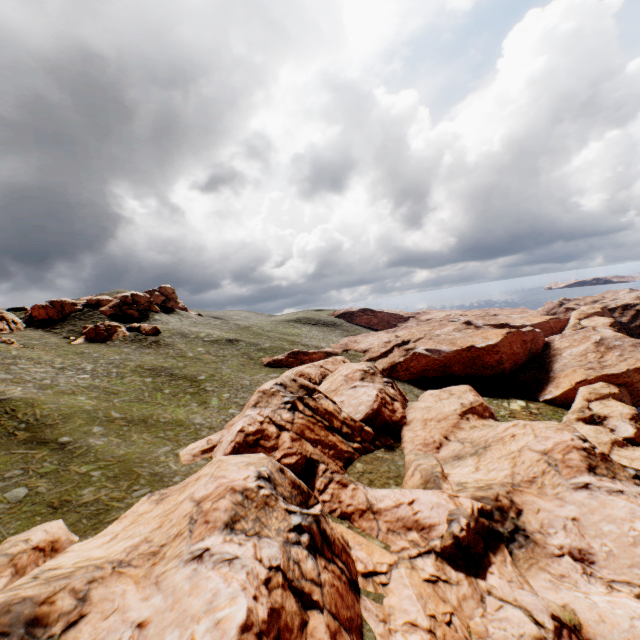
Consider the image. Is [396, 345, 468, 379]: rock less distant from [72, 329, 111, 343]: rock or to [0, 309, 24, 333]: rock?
[72, 329, 111, 343]: rock

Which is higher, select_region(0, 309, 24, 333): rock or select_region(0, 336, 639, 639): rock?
select_region(0, 309, 24, 333): rock

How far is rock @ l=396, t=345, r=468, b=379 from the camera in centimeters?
5859cm

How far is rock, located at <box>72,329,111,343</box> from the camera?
57.6m

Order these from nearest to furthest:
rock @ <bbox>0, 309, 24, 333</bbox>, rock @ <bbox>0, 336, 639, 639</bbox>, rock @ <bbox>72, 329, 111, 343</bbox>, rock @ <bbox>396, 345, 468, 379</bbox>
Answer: rock @ <bbox>0, 336, 639, 639</bbox>
rock @ <bbox>0, 309, 24, 333</bbox>
rock @ <bbox>72, 329, 111, 343</bbox>
rock @ <bbox>396, 345, 468, 379</bbox>

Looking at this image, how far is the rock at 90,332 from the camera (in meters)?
57.59

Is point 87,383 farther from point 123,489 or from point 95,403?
point 123,489

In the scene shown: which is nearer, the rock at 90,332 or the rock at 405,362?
the rock at 90,332
